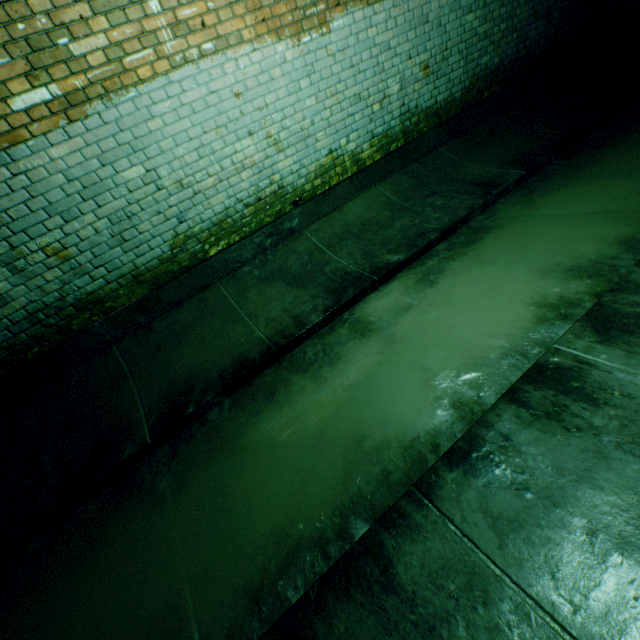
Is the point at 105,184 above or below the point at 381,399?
above
